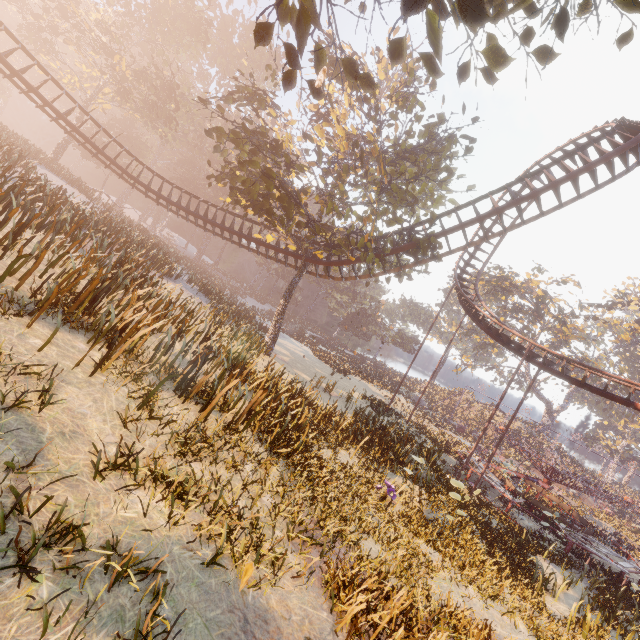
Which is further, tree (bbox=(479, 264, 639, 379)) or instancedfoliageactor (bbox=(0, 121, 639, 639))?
tree (bbox=(479, 264, 639, 379))

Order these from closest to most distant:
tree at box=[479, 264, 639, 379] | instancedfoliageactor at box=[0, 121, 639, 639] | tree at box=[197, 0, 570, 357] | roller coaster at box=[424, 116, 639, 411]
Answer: tree at box=[197, 0, 570, 357] < instancedfoliageactor at box=[0, 121, 639, 639] < roller coaster at box=[424, 116, 639, 411] < tree at box=[479, 264, 639, 379]

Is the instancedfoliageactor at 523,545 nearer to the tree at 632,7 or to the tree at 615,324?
the tree at 632,7

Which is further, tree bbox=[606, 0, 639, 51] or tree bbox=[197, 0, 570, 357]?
tree bbox=[197, 0, 570, 357]

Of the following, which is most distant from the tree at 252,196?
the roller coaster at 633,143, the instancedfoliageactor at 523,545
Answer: the instancedfoliageactor at 523,545

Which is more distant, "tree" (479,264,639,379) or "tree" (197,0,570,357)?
"tree" (479,264,639,379)

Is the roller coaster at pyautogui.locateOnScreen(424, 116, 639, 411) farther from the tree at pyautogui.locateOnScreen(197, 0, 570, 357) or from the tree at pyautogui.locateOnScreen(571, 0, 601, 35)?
the tree at pyautogui.locateOnScreen(571, 0, 601, 35)

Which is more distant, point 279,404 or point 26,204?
point 279,404
